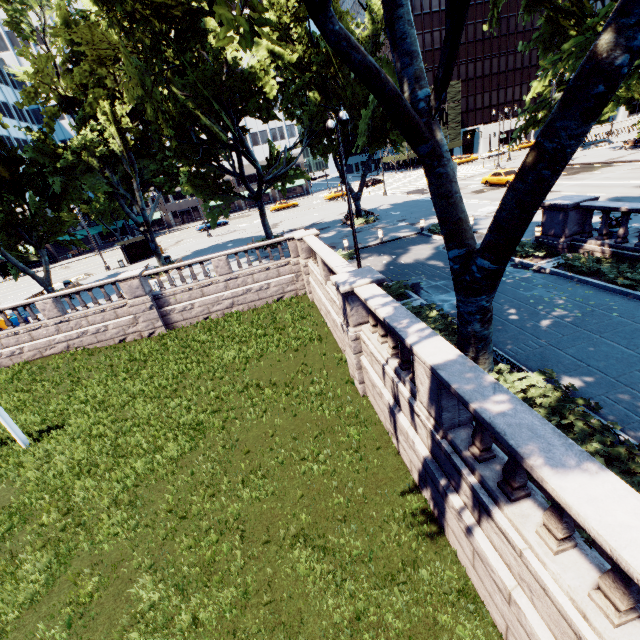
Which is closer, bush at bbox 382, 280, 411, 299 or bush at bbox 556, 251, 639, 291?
bush at bbox 556, 251, 639, 291

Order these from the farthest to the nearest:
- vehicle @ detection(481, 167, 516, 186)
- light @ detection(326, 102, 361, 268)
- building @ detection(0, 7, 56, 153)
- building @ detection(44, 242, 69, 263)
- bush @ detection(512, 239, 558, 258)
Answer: building @ detection(44, 242, 69, 263) < building @ detection(0, 7, 56, 153) < vehicle @ detection(481, 167, 516, 186) < bush @ detection(512, 239, 558, 258) < light @ detection(326, 102, 361, 268)

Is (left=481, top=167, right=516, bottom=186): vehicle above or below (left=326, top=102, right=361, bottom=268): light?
below

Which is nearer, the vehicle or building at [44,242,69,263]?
the vehicle

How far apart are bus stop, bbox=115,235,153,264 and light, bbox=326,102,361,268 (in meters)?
30.24

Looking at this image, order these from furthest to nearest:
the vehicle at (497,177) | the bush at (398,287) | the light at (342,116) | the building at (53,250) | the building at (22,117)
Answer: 1. the building at (53,250)
2. the building at (22,117)
3. the vehicle at (497,177)
4. the bush at (398,287)
5. the light at (342,116)

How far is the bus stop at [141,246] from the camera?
35.38m

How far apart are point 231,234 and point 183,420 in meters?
33.4 m
